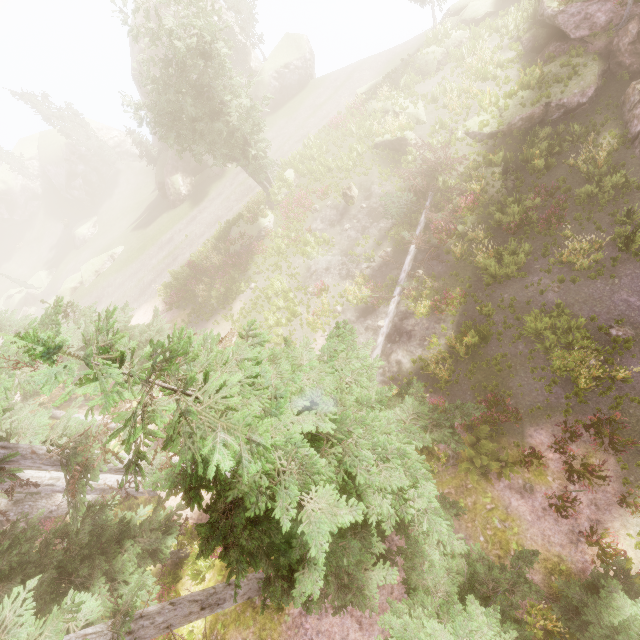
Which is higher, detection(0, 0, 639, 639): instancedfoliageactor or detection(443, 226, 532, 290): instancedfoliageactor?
detection(0, 0, 639, 639): instancedfoliageactor

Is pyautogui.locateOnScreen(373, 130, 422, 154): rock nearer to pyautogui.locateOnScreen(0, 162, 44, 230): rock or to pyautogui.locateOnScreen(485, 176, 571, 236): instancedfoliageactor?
pyautogui.locateOnScreen(485, 176, 571, 236): instancedfoliageactor

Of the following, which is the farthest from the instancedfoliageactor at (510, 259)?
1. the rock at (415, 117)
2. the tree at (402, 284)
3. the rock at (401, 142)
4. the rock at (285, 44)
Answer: the rock at (415, 117)

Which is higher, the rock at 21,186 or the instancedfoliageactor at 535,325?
the rock at 21,186

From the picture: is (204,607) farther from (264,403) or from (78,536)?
(264,403)

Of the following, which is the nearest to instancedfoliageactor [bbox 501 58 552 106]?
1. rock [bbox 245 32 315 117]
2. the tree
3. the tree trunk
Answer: rock [bbox 245 32 315 117]

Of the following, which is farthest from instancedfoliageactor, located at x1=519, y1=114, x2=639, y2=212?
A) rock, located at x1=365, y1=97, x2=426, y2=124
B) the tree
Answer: rock, located at x1=365, y1=97, x2=426, y2=124

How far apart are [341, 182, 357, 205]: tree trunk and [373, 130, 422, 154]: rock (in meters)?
3.48
